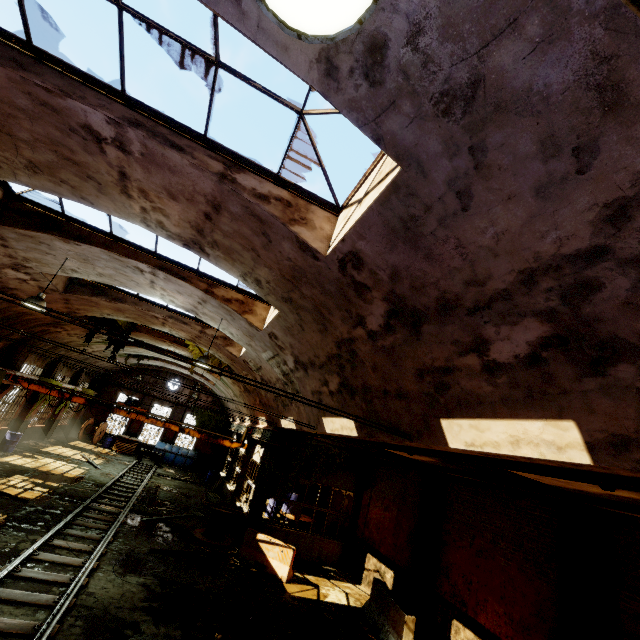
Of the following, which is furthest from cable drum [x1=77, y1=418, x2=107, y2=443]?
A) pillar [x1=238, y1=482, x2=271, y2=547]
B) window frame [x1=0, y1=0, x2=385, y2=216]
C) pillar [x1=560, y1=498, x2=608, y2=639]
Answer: pillar [x1=560, y1=498, x2=608, y2=639]

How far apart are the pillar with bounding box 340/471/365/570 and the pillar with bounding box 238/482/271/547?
4.2m

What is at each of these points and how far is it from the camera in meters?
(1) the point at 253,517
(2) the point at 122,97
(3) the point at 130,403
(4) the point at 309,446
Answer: (1) pillar, 13.9 m
(2) window frame, 4.6 m
(3) overhead crane, 16.7 m
(4) vine, 14.8 m

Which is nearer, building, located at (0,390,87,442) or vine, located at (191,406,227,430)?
building, located at (0,390,87,442)

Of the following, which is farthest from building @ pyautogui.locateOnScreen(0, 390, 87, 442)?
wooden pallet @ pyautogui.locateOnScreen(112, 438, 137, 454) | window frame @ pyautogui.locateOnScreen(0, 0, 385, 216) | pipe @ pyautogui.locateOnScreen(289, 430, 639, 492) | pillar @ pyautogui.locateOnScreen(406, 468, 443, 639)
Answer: pillar @ pyautogui.locateOnScreen(406, 468, 443, 639)

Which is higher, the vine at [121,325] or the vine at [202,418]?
the vine at [121,325]

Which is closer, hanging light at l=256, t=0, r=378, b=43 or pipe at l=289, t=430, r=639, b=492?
hanging light at l=256, t=0, r=378, b=43

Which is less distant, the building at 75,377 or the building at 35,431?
the building at 75,377
